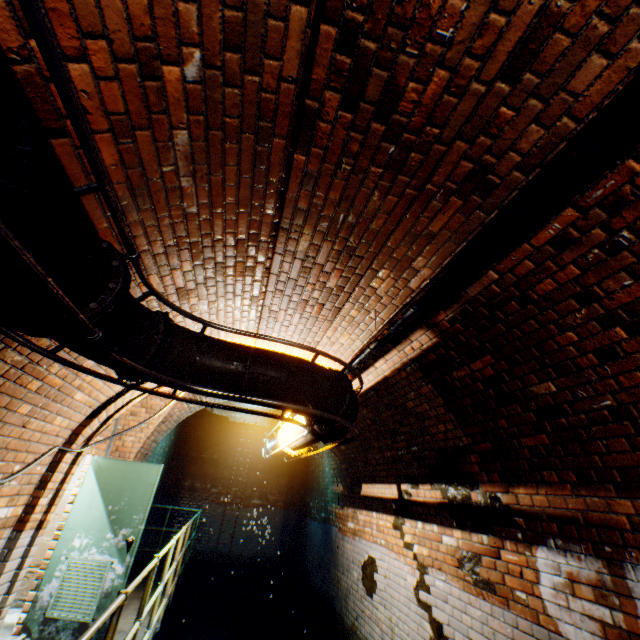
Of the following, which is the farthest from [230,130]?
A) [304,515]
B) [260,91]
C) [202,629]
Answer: [304,515]

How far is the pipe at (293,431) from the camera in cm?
419

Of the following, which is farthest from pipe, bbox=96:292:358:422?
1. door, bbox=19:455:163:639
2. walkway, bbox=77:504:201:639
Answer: door, bbox=19:455:163:639

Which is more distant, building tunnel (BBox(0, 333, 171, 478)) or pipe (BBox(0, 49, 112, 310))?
building tunnel (BBox(0, 333, 171, 478))

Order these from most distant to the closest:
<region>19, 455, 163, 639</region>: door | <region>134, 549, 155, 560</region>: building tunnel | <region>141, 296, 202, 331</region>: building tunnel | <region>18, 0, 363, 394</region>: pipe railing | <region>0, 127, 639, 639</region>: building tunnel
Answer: Result:
1. <region>134, 549, 155, 560</region>: building tunnel
2. <region>19, 455, 163, 639</region>: door
3. <region>141, 296, 202, 331</region>: building tunnel
4. <region>0, 127, 639, 639</region>: building tunnel
5. <region>18, 0, 363, 394</region>: pipe railing

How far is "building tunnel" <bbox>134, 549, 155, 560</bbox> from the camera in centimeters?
881cm

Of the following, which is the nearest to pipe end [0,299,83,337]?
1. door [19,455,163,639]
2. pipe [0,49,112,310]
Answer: pipe [0,49,112,310]

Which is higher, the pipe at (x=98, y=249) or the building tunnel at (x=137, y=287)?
the building tunnel at (x=137, y=287)
